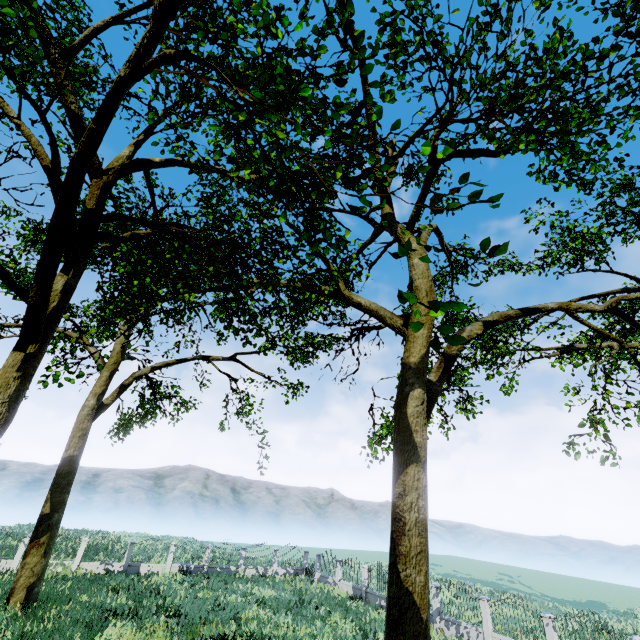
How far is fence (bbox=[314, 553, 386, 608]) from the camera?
22.53m

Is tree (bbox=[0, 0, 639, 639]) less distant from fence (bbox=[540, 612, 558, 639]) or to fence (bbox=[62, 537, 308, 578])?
fence (bbox=[540, 612, 558, 639])

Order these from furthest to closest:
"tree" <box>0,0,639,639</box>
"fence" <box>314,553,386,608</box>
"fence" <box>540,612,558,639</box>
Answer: "fence" <box>314,553,386,608</box>, "fence" <box>540,612,558,639</box>, "tree" <box>0,0,639,639</box>

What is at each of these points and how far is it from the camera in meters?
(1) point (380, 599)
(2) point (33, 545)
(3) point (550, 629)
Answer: Result:
(1) fence, 22.2
(2) tree, 15.8
(3) fence, 14.4

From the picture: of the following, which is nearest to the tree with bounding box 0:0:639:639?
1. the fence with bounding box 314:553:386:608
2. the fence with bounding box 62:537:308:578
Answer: the fence with bounding box 314:553:386:608

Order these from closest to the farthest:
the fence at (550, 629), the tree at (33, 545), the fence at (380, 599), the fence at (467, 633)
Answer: the tree at (33, 545) → the fence at (550, 629) → the fence at (467, 633) → the fence at (380, 599)

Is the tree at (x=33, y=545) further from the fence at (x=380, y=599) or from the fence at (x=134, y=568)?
the fence at (x=134, y=568)
